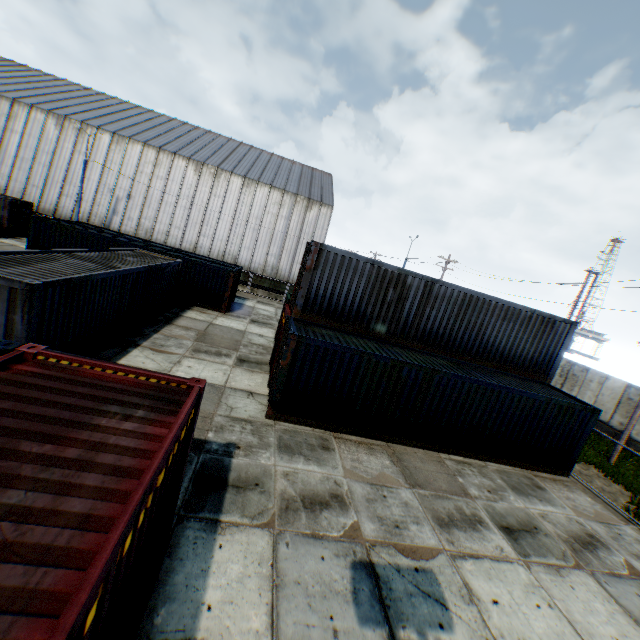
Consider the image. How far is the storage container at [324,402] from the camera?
10.57m

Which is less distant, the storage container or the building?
the storage container

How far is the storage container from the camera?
10.57m

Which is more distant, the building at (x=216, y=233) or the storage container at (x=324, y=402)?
the building at (x=216, y=233)

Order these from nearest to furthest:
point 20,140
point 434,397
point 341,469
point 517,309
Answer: point 341,469 < point 434,397 < point 517,309 < point 20,140
